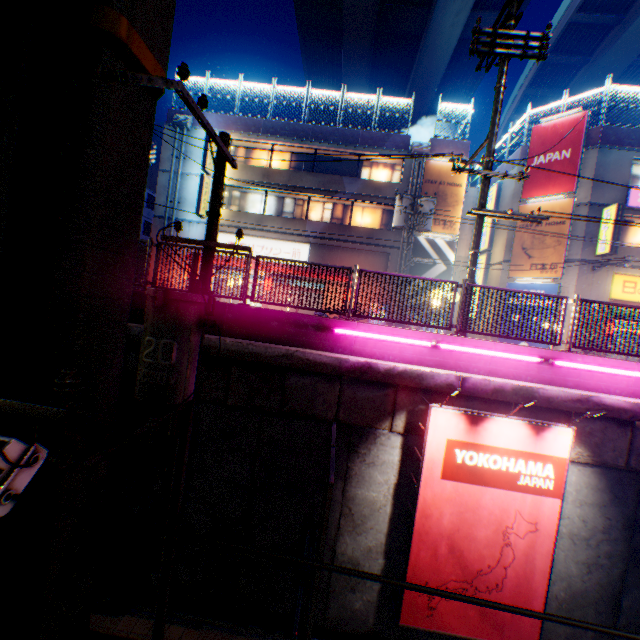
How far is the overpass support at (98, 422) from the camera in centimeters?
536cm

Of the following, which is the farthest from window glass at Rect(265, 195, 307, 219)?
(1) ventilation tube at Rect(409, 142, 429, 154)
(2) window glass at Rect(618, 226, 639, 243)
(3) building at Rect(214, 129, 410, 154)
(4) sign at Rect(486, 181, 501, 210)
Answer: (2) window glass at Rect(618, 226, 639, 243)

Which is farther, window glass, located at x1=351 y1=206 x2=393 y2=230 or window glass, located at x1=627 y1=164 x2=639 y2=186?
window glass, located at x1=351 y1=206 x2=393 y2=230

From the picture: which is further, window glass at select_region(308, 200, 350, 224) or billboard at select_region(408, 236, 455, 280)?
window glass at select_region(308, 200, 350, 224)

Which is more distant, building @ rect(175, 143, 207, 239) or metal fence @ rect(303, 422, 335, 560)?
building @ rect(175, 143, 207, 239)

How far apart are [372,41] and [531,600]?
35.63m

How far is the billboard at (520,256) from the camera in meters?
17.4 m

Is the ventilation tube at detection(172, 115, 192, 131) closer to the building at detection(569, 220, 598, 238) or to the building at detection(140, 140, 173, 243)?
the building at detection(140, 140, 173, 243)
